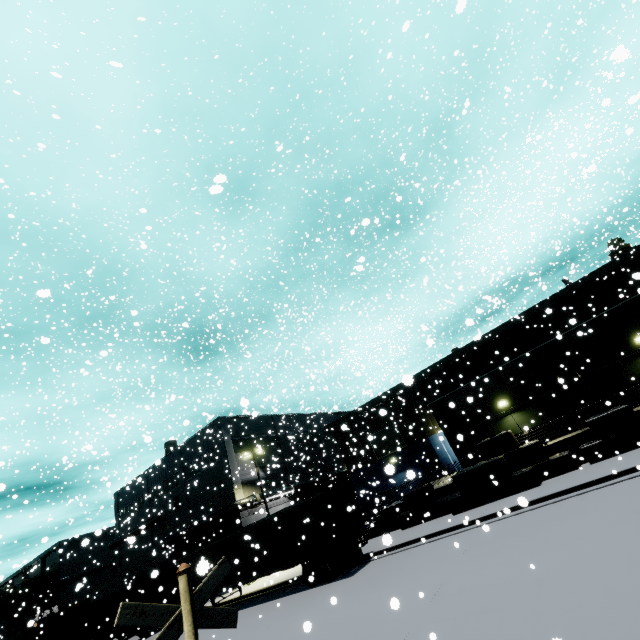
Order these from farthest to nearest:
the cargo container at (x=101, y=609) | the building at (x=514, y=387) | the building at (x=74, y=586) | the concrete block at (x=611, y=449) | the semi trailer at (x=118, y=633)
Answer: the building at (x=74, y=586) → the semi trailer at (x=118, y=633) → the cargo container at (x=101, y=609) → the building at (x=514, y=387) → the concrete block at (x=611, y=449)

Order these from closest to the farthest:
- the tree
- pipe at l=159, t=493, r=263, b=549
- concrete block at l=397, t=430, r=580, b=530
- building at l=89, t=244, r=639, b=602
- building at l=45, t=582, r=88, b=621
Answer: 1. concrete block at l=397, t=430, r=580, b=530
2. building at l=89, t=244, r=639, b=602
3. pipe at l=159, t=493, r=263, b=549
4. the tree
5. building at l=45, t=582, r=88, b=621

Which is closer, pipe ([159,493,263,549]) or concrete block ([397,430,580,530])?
concrete block ([397,430,580,530])

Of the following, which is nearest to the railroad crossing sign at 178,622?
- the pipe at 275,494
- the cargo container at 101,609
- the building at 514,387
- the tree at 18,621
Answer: the building at 514,387

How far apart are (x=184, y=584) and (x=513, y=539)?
12.8m

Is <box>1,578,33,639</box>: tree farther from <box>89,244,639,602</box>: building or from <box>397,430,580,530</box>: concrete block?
<box>397,430,580,530</box>: concrete block

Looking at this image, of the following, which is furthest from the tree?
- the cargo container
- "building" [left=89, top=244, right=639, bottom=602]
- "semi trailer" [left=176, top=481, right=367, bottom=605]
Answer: "semi trailer" [left=176, top=481, right=367, bottom=605]

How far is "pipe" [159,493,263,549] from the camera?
29.4m
